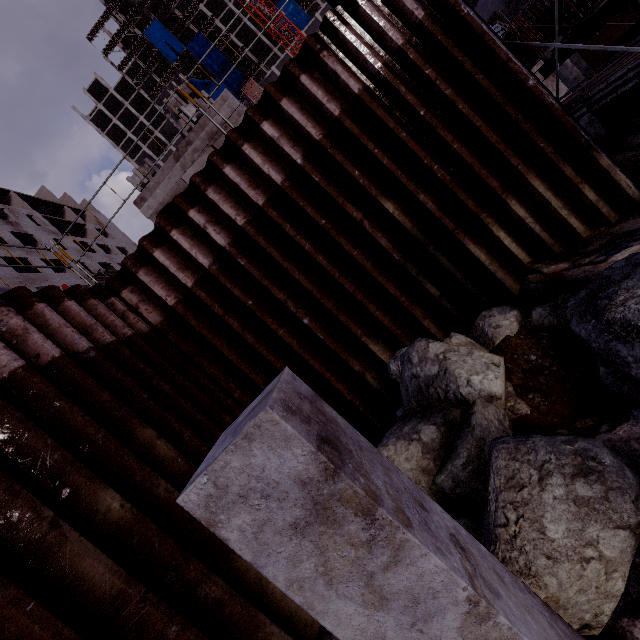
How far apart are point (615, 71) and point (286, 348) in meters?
7.3 m

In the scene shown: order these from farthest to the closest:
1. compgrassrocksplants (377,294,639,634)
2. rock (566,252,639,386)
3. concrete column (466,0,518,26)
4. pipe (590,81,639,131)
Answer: concrete column (466,0,518,26), pipe (590,81,639,131), rock (566,252,639,386), compgrassrocksplants (377,294,639,634)

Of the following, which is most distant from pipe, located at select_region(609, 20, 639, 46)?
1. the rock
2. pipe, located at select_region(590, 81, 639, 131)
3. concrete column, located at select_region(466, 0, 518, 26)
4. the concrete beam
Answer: the concrete beam

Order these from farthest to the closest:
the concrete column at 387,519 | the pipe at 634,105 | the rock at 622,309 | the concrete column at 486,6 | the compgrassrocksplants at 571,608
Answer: the concrete column at 486,6 → the pipe at 634,105 → the rock at 622,309 → the compgrassrocksplants at 571,608 → the concrete column at 387,519

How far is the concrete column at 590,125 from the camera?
10.2 meters

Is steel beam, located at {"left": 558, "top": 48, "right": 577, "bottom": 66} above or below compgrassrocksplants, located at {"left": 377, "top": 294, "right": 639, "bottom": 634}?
above

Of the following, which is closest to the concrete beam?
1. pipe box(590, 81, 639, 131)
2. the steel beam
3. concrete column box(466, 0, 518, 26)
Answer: the steel beam

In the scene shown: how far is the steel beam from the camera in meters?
8.9
